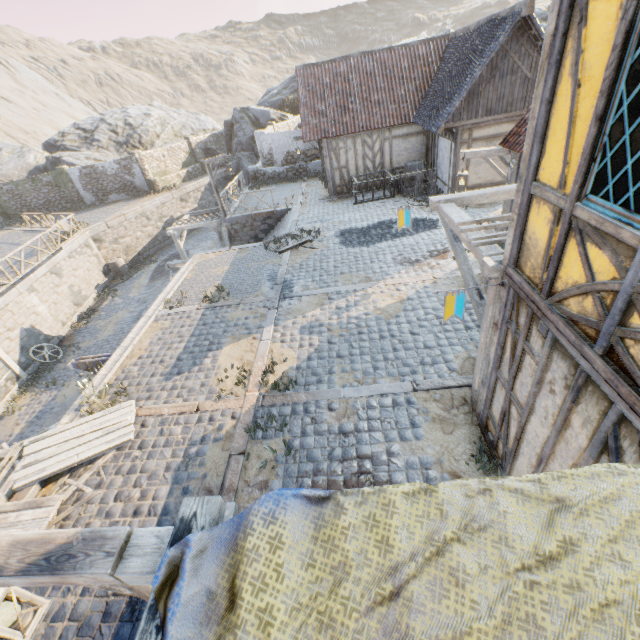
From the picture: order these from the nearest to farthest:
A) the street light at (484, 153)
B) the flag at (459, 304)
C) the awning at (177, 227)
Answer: the flag at (459, 304) < the street light at (484, 153) < the awning at (177, 227)

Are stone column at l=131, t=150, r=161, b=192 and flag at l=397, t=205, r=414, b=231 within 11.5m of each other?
no

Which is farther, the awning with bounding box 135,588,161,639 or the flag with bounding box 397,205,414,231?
the flag with bounding box 397,205,414,231

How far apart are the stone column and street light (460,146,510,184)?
25.73m

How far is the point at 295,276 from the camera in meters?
11.0 m

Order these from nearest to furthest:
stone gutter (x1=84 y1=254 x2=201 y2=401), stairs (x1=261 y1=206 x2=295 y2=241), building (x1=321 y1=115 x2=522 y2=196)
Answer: stone gutter (x1=84 y1=254 x2=201 y2=401) < building (x1=321 y1=115 x2=522 y2=196) < stairs (x1=261 y1=206 x2=295 y2=241)

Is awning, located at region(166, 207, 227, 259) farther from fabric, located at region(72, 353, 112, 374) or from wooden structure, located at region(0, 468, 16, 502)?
fabric, located at region(72, 353, 112, 374)

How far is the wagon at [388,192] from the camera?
15.3 meters
